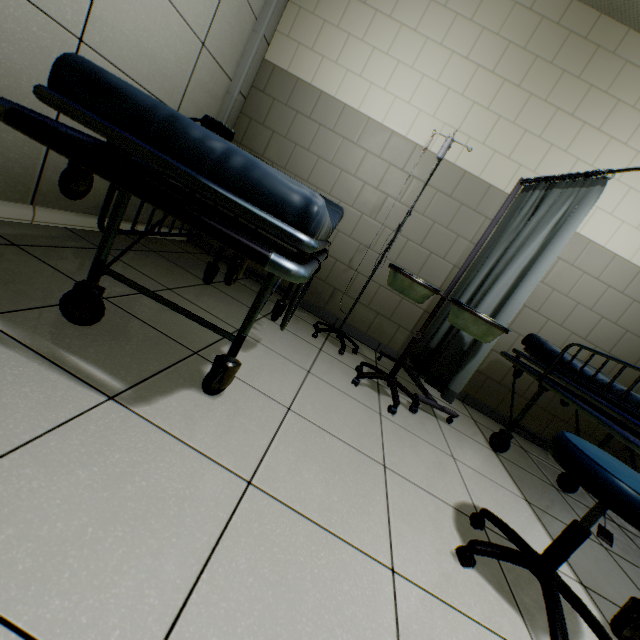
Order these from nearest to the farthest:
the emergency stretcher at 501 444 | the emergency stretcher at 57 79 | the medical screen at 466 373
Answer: the emergency stretcher at 57 79 → the emergency stretcher at 501 444 → the medical screen at 466 373

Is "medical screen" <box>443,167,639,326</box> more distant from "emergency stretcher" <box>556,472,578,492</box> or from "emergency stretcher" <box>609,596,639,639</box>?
"emergency stretcher" <box>609,596,639,639</box>

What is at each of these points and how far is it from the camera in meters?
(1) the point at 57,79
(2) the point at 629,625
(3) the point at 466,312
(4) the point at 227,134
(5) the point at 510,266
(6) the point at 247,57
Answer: (1) emergency stretcher, 0.8
(2) emergency stretcher, 1.2
(3) surgical pallet, 1.9
(4) blood pressure cuff, 0.8
(5) medical screen, 2.2
(6) cable duct, 2.7

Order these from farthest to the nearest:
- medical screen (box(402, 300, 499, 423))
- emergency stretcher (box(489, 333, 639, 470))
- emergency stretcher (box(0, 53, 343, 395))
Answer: medical screen (box(402, 300, 499, 423)), emergency stretcher (box(489, 333, 639, 470)), emergency stretcher (box(0, 53, 343, 395))

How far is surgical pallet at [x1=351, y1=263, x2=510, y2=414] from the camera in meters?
1.8

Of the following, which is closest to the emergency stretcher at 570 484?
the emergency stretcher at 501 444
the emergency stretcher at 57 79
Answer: the emergency stretcher at 501 444

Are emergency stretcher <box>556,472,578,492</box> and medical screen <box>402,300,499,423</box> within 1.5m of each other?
yes

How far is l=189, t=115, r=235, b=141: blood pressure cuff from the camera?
0.81m
